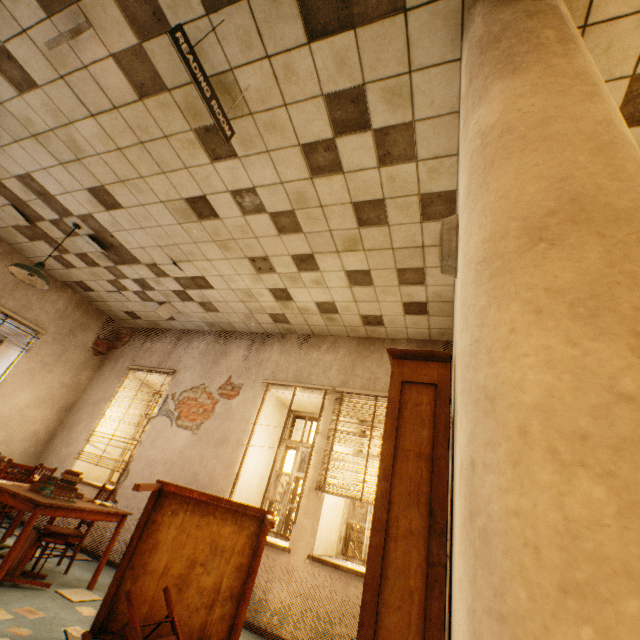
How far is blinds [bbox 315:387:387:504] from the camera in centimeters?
416cm

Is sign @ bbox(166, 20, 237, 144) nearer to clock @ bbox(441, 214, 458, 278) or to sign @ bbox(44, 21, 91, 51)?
sign @ bbox(44, 21, 91, 51)

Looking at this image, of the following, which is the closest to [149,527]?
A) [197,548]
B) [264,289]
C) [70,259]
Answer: [197,548]

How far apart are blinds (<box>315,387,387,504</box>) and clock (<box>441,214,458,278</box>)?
2.98m

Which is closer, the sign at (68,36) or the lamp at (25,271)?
the sign at (68,36)

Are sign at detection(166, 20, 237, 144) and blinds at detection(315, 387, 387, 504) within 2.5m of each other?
no

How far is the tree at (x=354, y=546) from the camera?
6.9m

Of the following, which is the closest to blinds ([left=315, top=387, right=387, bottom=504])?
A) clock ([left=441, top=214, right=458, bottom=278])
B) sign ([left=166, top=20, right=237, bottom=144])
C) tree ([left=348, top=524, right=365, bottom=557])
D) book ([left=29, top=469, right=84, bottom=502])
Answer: book ([left=29, top=469, right=84, bottom=502])
